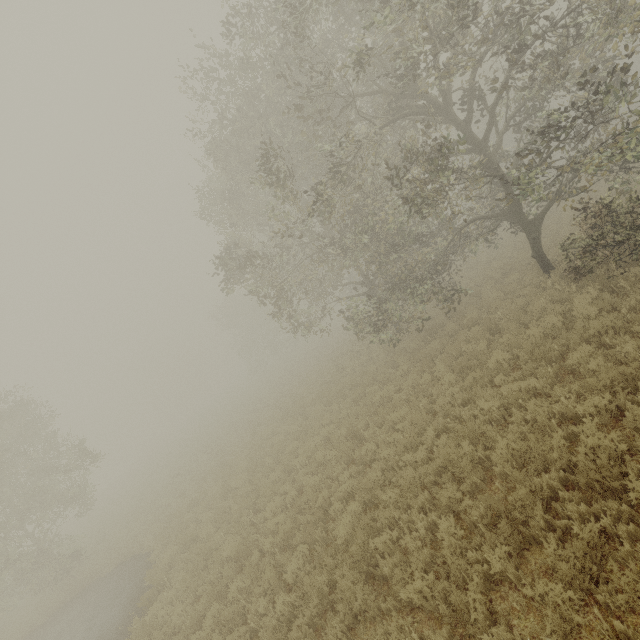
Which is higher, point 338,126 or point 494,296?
point 338,126
